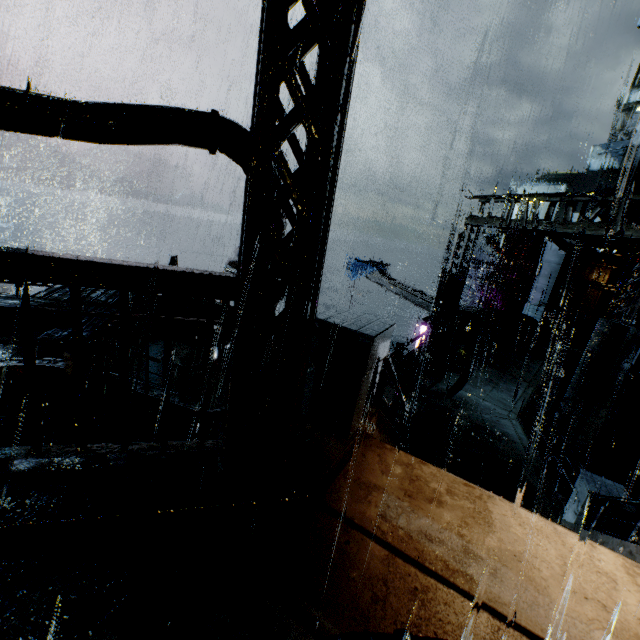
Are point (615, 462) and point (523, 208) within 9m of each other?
no

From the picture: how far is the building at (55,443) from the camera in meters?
3.1 m

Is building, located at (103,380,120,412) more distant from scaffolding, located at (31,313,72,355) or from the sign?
A: scaffolding, located at (31,313,72,355)

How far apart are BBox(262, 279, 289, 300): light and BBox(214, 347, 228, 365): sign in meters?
7.5

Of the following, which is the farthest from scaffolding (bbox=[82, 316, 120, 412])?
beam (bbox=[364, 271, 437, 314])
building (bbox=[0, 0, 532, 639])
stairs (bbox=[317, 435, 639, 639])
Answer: beam (bbox=[364, 271, 437, 314])

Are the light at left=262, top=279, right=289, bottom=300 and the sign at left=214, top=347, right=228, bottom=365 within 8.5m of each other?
yes

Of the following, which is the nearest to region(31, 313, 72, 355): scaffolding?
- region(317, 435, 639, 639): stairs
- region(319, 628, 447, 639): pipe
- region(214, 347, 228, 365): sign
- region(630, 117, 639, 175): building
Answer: region(214, 347, 228, 365): sign
